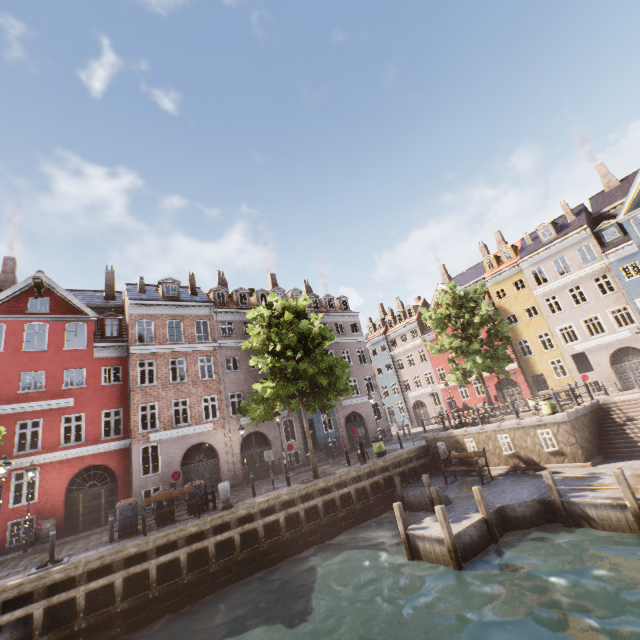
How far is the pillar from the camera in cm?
1397

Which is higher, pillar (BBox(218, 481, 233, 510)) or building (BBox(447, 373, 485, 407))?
building (BBox(447, 373, 485, 407))

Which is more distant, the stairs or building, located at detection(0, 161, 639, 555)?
building, located at detection(0, 161, 639, 555)

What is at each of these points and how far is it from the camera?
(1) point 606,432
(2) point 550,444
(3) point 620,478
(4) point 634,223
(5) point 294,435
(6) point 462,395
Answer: (1) stairs, 15.0m
(2) window, 14.7m
(3) wooden post, 9.5m
(4) building, 26.4m
(5) building, 27.2m
(6) building, 41.8m

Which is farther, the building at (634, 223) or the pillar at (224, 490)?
the building at (634, 223)

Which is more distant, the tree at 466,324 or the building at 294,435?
the building at 294,435

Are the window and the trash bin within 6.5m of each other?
no

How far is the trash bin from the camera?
13.3 meters
